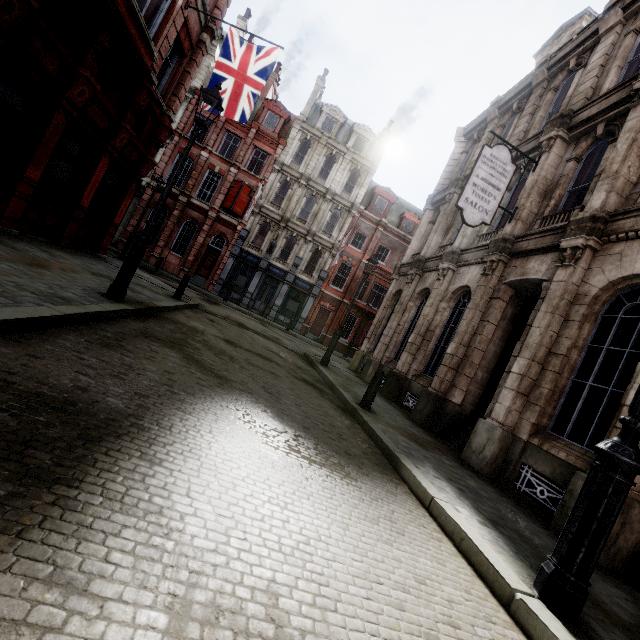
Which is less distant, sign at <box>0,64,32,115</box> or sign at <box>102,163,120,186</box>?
sign at <box>0,64,32,115</box>

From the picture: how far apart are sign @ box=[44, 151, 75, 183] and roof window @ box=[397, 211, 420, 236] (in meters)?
25.69

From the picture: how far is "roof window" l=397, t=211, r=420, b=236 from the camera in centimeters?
3053cm

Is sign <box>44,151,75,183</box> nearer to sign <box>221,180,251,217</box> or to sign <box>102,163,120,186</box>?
sign <box>102,163,120,186</box>

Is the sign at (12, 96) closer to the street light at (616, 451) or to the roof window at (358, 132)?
the street light at (616, 451)

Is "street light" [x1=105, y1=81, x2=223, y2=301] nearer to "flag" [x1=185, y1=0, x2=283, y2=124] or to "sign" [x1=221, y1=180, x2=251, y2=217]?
"flag" [x1=185, y1=0, x2=283, y2=124]

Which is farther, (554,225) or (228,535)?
(554,225)

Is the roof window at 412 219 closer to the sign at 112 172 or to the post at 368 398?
the sign at 112 172
